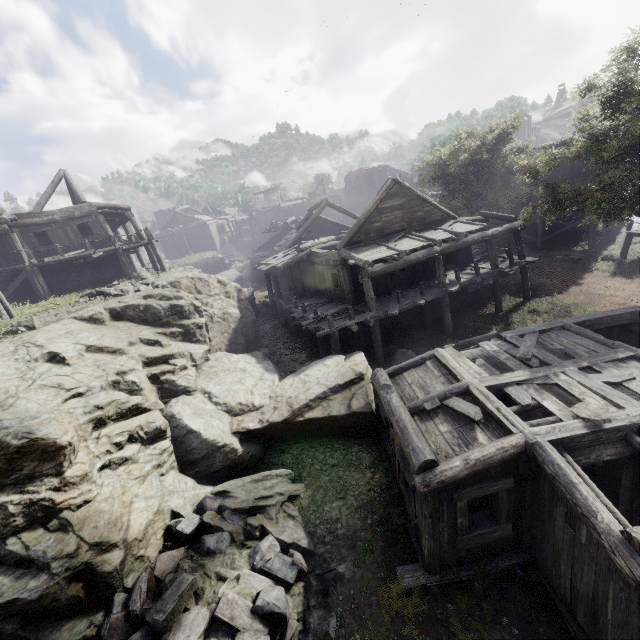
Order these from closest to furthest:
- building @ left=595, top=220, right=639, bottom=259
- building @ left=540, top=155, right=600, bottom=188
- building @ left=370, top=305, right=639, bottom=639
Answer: building @ left=370, top=305, right=639, bottom=639 → building @ left=595, top=220, right=639, bottom=259 → building @ left=540, top=155, right=600, bottom=188

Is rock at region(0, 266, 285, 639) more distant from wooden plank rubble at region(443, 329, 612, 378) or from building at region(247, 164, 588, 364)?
wooden plank rubble at region(443, 329, 612, 378)

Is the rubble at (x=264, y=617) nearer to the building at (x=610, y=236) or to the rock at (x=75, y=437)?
the rock at (x=75, y=437)

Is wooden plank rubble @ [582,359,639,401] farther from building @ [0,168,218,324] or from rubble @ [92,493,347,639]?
rubble @ [92,493,347,639]

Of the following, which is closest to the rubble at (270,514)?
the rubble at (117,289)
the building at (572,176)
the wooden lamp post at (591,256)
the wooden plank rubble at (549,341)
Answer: the building at (572,176)

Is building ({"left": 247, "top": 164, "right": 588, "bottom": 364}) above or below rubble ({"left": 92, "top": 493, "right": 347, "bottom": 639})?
above

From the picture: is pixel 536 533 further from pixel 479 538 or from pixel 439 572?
pixel 439 572
